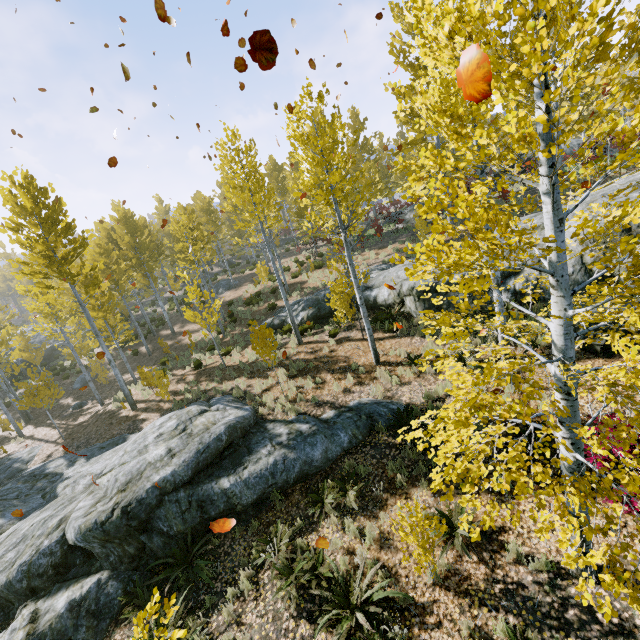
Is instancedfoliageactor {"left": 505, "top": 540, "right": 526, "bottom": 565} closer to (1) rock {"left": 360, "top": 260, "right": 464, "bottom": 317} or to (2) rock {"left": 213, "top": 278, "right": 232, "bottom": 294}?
(1) rock {"left": 360, "top": 260, "right": 464, "bottom": 317}

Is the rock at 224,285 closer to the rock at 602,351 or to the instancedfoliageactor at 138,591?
the instancedfoliageactor at 138,591

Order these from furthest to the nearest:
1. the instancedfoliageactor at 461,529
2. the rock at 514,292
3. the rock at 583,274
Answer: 1. the rock at 514,292
2. the rock at 583,274
3. the instancedfoliageactor at 461,529

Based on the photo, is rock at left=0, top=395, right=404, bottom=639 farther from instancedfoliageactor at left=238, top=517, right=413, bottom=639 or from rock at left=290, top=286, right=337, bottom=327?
rock at left=290, top=286, right=337, bottom=327

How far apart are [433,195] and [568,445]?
20.8 meters

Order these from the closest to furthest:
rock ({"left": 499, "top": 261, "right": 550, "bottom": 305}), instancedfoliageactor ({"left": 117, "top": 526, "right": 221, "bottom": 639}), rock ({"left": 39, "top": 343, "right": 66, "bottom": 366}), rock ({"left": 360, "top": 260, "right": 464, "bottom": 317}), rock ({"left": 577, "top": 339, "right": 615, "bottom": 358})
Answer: instancedfoliageactor ({"left": 117, "top": 526, "right": 221, "bottom": 639}), rock ({"left": 577, "top": 339, "right": 615, "bottom": 358}), rock ({"left": 499, "top": 261, "right": 550, "bottom": 305}), rock ({"left": 360, "top": 260, "right": 464, "bottom": 317}), rock ({"left": 39, "top": 343, "right": 66, "bottom": 366})

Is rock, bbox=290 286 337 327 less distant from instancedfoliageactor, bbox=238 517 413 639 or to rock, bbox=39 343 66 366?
instancedfoliageactor, bbox=238 517 413 639

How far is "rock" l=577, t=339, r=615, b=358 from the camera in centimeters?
768cm
